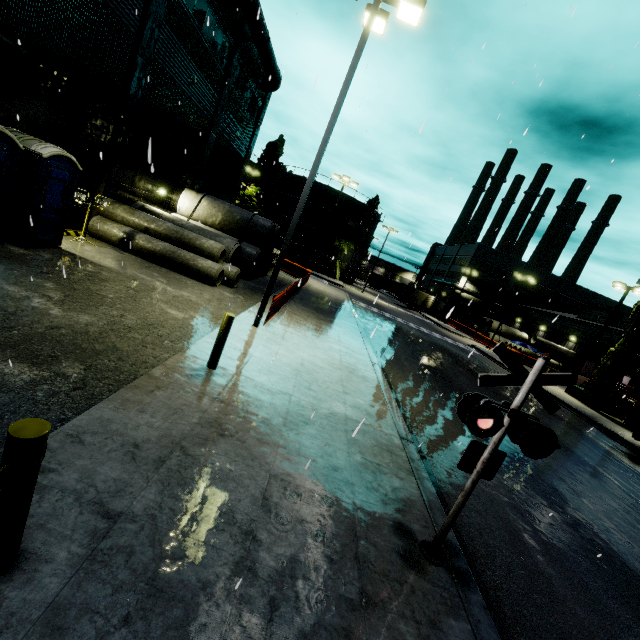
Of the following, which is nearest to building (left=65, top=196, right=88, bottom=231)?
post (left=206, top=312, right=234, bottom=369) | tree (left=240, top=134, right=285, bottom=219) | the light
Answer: tree (left=240, top=134, right=285, bottom=219)

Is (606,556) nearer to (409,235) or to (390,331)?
(409,235)

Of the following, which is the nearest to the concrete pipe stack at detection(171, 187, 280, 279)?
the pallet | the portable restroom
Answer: the portable restroom

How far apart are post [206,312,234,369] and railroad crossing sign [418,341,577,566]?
4.3m

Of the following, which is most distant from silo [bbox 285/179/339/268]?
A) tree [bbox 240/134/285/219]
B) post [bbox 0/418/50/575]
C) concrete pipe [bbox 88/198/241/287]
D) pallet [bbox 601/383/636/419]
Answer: post [bbox 0/418/50/575]

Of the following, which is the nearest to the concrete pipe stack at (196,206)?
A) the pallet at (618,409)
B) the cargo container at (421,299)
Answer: the cargo container at (421,299)

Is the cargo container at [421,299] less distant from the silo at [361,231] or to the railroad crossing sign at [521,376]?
the silo at [361,231]

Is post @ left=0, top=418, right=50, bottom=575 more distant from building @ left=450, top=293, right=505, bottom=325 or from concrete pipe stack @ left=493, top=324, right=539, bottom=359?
concrete pipe stack @ left=493, top=324, right=539, bottom=359
